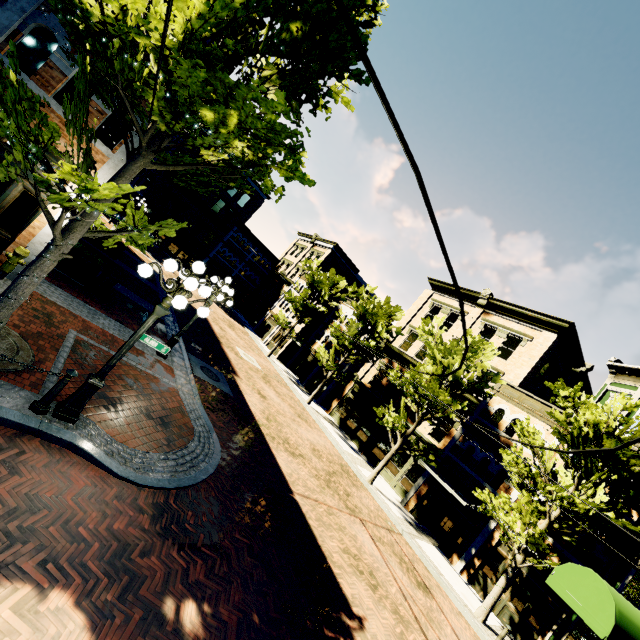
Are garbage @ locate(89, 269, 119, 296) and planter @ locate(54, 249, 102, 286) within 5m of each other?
yes

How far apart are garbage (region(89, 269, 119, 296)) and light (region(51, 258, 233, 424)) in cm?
702

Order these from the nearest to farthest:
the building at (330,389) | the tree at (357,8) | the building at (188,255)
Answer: the tree at (357,8), the building at (330,389), the building at (188,255)

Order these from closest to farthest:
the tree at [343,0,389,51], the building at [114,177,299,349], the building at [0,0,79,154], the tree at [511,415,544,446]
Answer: the tree at [343,0,389,51], the building at [0,0,79,154], the tree at [511,415,544,446], the building at [114,177,299,349]

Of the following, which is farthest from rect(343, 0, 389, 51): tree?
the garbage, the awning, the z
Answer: the garbage

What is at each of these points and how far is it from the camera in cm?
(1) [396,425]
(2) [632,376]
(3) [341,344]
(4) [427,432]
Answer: (1) tree, 1961
(2) building, 1734
(3) tree, 2436
(4) building, 2147

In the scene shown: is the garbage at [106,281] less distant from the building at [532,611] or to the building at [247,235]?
the building at [532,611]

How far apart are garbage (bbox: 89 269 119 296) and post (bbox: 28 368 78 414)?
7.4m
